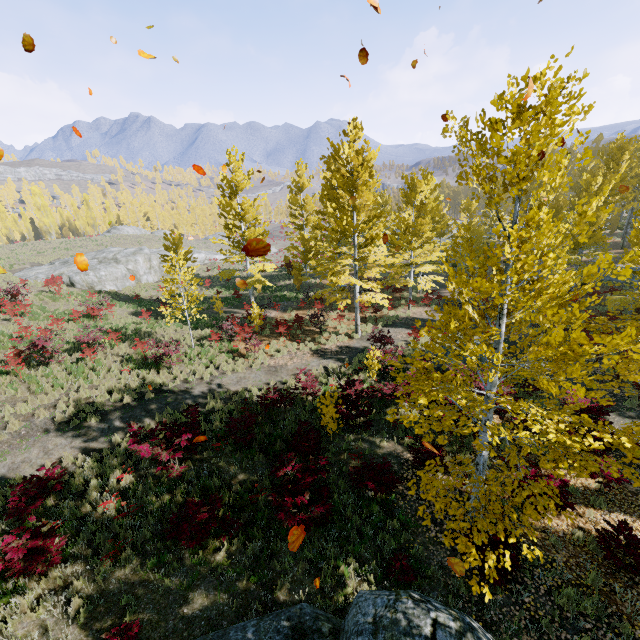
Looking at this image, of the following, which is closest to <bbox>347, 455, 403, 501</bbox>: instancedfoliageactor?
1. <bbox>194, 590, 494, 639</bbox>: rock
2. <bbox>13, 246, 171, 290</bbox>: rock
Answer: <bbox>194, 590, 494, 639</bbox>: rock

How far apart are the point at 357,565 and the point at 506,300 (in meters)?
6.42

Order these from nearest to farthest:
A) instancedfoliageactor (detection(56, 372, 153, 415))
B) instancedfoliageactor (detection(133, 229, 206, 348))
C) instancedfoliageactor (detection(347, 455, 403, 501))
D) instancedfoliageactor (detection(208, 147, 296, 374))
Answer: instancedfoliageactor (detection(347, 455, 403, 501))
instancedfoliageactor (detection(56, 372, 153, 415))
instancedfoliageactor (detection(133, 229, 206, 348))
instancedfoliageactor (detection(208, 147, 296, 374))

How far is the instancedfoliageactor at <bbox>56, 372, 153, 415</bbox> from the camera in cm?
1176

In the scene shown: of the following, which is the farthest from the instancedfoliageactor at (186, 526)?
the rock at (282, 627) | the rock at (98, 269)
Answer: the rock at (98, 269)

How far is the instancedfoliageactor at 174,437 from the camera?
8.6m
